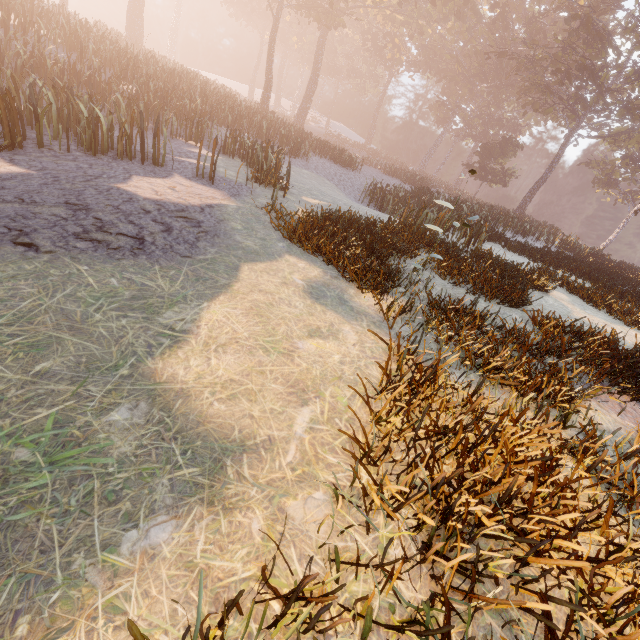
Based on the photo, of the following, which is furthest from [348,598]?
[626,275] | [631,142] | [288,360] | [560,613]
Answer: [631,142]
